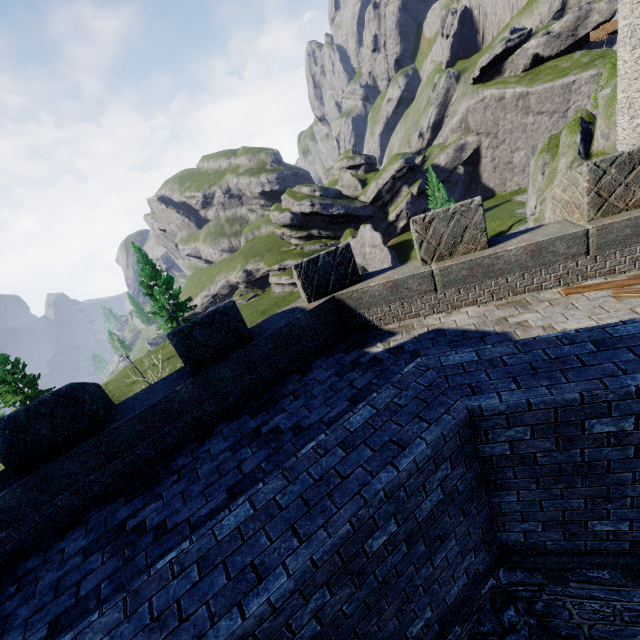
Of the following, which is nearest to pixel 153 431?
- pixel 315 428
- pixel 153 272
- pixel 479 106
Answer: pixel 315 428

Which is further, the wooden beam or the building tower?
the building tower

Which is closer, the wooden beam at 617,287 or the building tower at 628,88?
the wooden beam at 617,287
